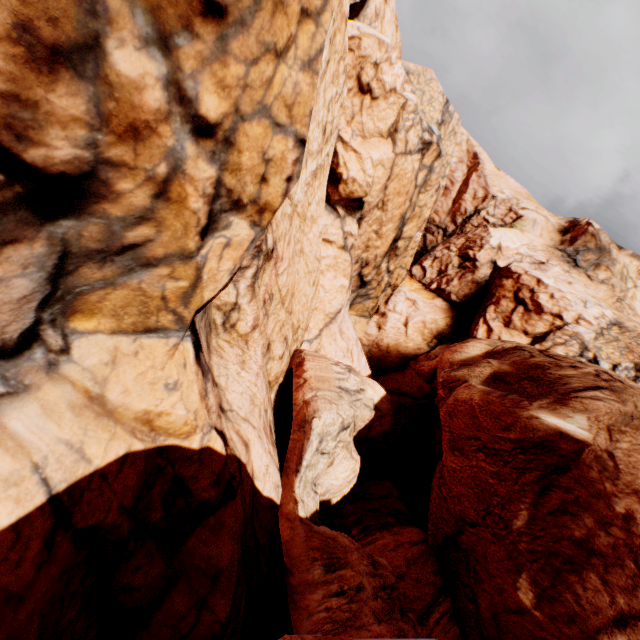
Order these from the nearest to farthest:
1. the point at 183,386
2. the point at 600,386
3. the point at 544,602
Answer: the point at 183,386
the point at 544,602
the point at 600,386
